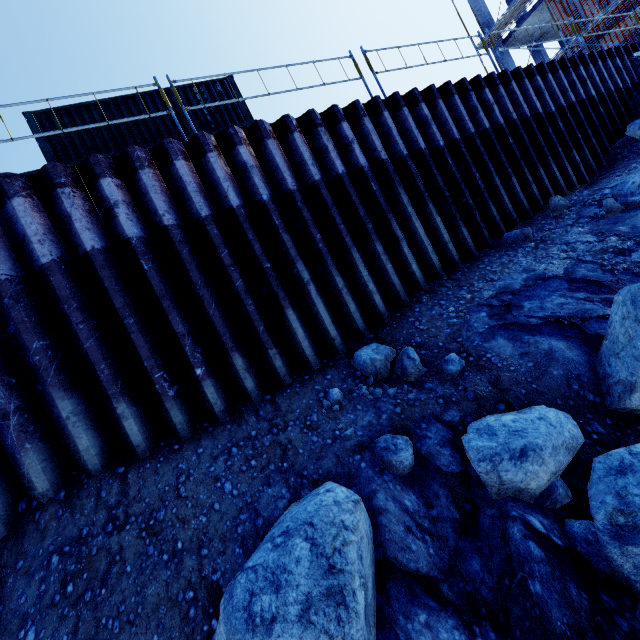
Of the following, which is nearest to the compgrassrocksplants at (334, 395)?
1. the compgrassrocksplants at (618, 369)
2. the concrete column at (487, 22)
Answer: the compgrassrocksplants at (618, 369)

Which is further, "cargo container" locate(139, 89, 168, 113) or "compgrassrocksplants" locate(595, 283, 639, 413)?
"cargo container" locate(139, 89, 168, 113)

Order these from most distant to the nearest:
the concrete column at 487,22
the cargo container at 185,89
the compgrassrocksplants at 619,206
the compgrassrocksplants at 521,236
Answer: the concrete column at 487,22, the cargo container at 185,89, the compgrassrocksplants at 521,236, the compgrassrocksplants at 619,206

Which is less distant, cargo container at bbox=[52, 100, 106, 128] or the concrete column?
cargo container at bbox=[52, 100, 106, 128]

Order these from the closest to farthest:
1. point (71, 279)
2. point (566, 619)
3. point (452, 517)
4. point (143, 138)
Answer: point (566, 619) < point (452, 517) < point (71, 279) < point (143, 138)

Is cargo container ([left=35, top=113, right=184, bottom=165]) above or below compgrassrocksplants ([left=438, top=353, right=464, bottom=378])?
above

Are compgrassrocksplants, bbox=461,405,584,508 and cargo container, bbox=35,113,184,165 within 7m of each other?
no

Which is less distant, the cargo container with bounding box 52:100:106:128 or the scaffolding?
the scaffolding
